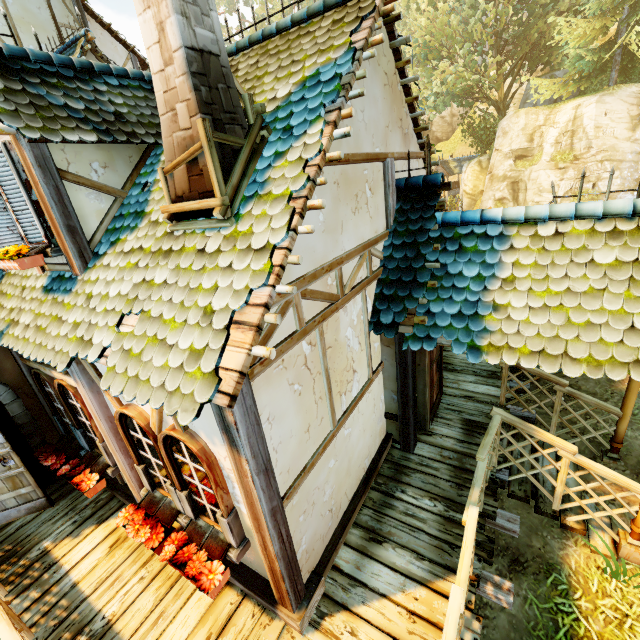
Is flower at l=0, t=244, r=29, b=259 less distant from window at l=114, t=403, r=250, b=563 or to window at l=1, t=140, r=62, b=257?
window at l=1, t=140, r=62, b=257

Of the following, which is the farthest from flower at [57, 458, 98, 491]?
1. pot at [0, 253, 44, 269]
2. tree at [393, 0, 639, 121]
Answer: tree at [393, 0, 639, 121]

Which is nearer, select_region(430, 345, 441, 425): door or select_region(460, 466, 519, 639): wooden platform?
select_region(460, 466, 519, 639): wooden platform

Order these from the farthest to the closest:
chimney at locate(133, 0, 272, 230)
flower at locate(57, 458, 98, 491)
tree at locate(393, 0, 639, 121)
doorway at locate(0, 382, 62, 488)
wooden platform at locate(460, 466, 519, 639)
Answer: tree at locate(393, 0, 639, 121)
doorway at locate(0, 382, 62, 488)
flower at locate(57, 458, 98, 491)
wooden platform at locate(460, 466, 519, 639)
chimney at locate(133, 0, 272, 230)

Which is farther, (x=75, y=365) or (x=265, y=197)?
(x=75, y=365)

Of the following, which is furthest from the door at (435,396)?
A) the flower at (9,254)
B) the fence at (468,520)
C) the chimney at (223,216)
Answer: the flower at (9,254)

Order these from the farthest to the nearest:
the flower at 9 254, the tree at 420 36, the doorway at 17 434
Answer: the tree at 420 36 < the doorway at 17 434 < the flower at 9 254

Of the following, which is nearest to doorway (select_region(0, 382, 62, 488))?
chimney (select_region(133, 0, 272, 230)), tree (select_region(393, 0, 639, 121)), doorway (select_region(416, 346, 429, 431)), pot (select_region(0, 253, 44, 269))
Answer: pot (select_region(0, 253, 44, 269))
